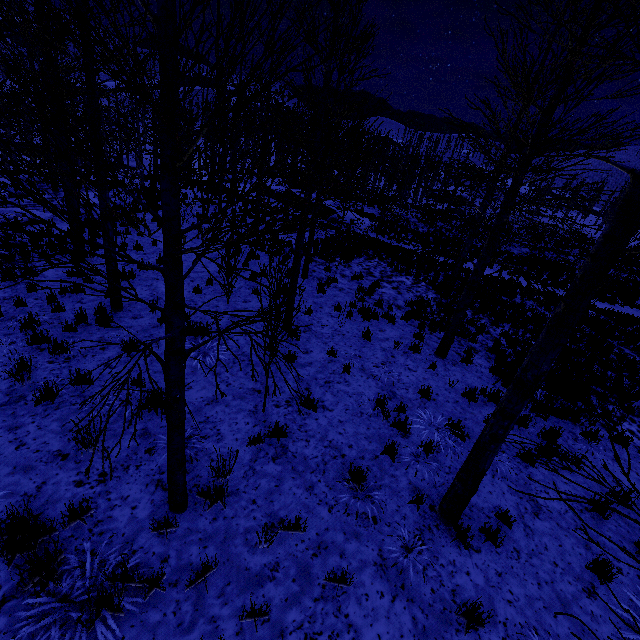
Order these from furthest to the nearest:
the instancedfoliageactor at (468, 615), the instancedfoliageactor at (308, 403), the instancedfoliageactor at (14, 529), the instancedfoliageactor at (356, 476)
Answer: the instancedfoliageactor at (356, 476)
the instancedfoliageactor at (468, 615)
the instancedfoliageactor at (14, 529)
the instancedfoliageactor at (308, 403)

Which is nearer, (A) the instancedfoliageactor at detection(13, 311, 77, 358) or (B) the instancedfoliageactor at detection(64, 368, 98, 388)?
(B) the instancedfoliageactor at detection(64, 368, 98, 388)

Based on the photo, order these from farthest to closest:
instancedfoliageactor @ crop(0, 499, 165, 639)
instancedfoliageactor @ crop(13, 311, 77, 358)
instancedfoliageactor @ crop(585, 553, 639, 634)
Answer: instancedfoliageactor @ crop(13, 311, 77, 358), instancedfoliageactor @ crop(0, 499, 165, 639), instancedfoliageactor @ crop(585, 553, 639, 634)

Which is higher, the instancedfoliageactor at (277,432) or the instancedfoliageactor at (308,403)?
the instancedfoliageactor at (308,403)

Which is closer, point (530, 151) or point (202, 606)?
point (202, 606)
